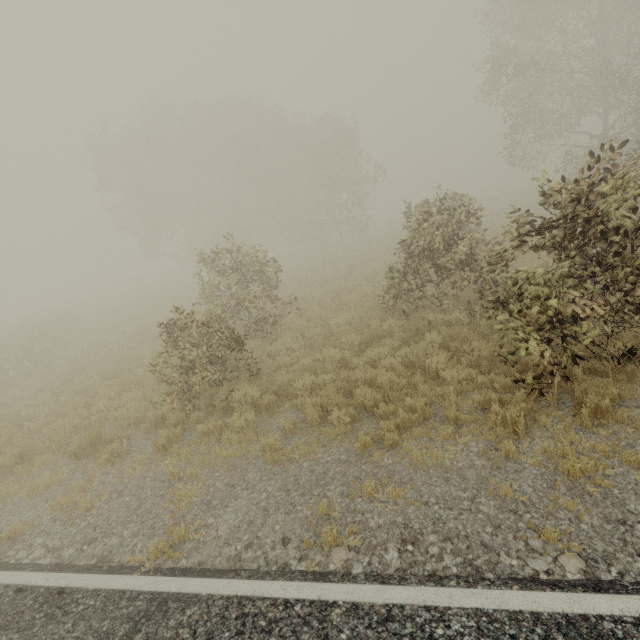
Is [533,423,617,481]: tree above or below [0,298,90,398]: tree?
below

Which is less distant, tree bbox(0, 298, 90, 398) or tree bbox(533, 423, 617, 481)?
tree bbox(533, 423, 617, 481)

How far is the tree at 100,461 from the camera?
6.52m

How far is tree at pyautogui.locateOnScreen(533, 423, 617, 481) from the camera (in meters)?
3.95

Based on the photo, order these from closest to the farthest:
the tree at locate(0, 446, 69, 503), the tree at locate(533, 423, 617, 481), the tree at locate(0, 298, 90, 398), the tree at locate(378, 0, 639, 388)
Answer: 1. the tree at locate(533, 423, 617, 481)
2. the tree at locate(378, 0, 639, 388)
3. the tree at locate(0, 446, 69, 503)
4. the tree at locate(0, 298, 90, 398)

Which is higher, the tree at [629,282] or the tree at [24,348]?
the tree at [629,282]

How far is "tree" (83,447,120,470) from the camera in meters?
6.5 m

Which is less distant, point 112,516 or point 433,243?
point 112,516
